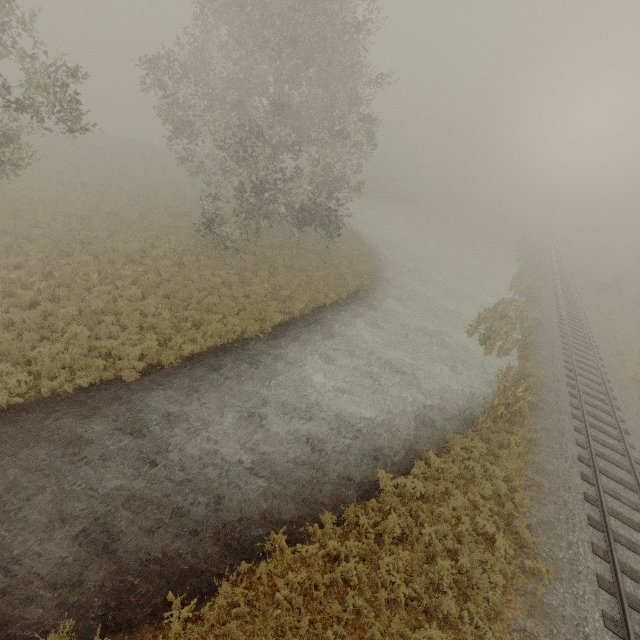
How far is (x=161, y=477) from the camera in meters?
8.9

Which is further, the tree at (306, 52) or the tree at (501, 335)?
the tree at (501, 335)

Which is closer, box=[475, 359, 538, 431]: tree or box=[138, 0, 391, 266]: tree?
box=[475, 359, 538, 431]: tree

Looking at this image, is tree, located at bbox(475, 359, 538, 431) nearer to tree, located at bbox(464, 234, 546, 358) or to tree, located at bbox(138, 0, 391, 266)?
tree, located at bbox(464, 234, 546, 358)

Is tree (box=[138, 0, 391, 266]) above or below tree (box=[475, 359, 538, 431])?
above

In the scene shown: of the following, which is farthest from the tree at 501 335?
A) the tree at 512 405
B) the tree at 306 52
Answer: the tree at 306 52

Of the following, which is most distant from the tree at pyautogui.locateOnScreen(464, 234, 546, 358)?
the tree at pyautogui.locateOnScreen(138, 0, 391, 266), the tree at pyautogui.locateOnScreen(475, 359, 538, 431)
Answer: the tree at pyautogui.locateOnScreen(138, 0, 391, 266)
